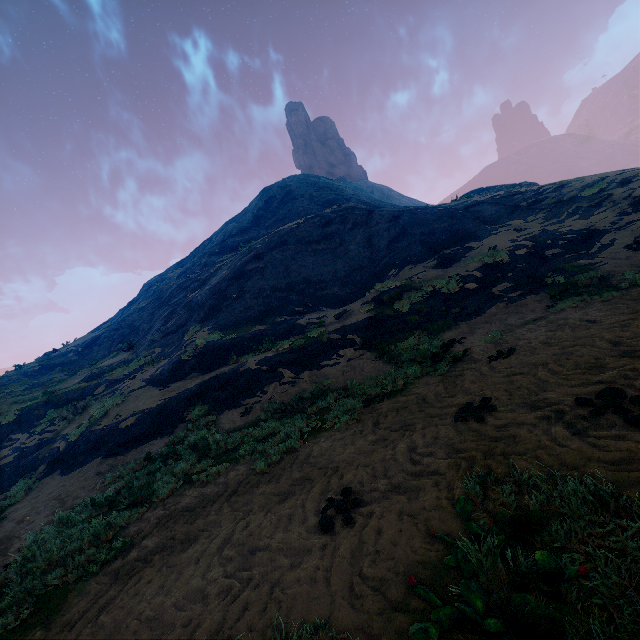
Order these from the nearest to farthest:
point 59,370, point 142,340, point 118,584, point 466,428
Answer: point 118,584, point 466,428, point 142,340, point 59,370
